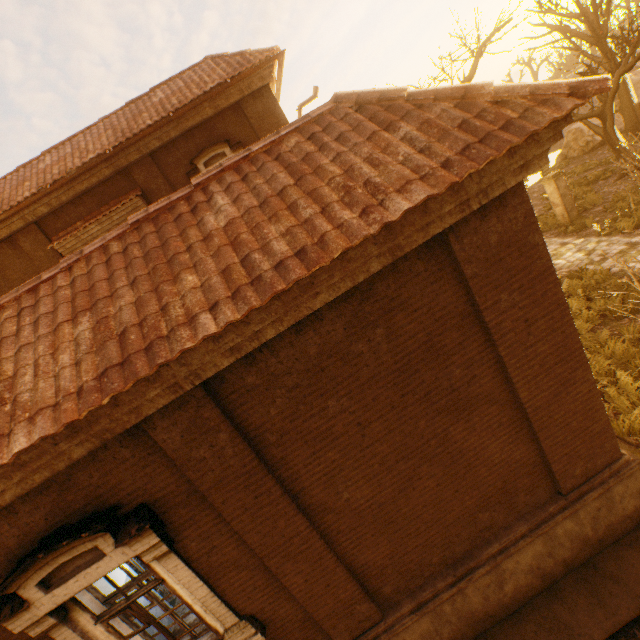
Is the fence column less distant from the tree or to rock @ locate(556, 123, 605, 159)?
the tree

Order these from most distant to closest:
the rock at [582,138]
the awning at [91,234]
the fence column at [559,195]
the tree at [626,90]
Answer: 1. the rock at [582,138]
2. the fence column at [559,195]
3. the tree at [626,90]
4. the awning at [91,234]

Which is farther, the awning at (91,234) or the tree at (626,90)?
the tree at (626,90)

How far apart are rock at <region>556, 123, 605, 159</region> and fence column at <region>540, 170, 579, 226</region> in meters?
14.0

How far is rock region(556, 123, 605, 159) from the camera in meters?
23.8 m

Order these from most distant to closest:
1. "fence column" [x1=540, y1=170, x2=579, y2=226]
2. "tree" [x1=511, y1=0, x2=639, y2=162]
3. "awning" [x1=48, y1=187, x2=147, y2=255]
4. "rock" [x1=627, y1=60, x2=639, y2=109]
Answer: "rock" [x1=627, y1=60, x2=639, y2=109], "fence column" [x1=540, y1=170, x2=579, y2=226], "tree" [x1=511, y1=0, x2=639, y2=162], "awning" [x1=48, y1=187, x2=147, y2=255]

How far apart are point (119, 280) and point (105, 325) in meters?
0.6 m
